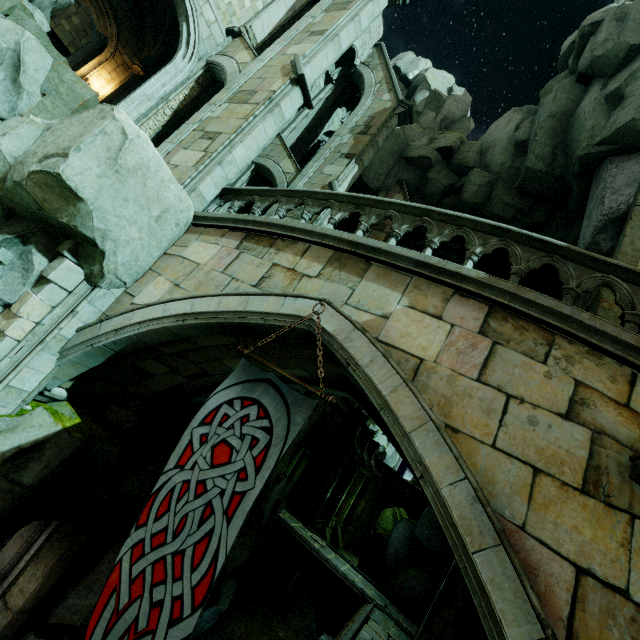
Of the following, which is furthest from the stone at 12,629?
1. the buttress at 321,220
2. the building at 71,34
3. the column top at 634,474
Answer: the building at 71,34

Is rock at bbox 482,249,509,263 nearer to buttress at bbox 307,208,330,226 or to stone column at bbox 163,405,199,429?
buttress at bbox 307,208,330,226

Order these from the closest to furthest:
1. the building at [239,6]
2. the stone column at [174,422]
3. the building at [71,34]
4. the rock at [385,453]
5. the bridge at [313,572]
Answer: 1. the stone column at [174,422]
2. the building at [239,6]
3. the bridge at [313,572]
4. the building at [71,34]
5. the rock at [385,453]

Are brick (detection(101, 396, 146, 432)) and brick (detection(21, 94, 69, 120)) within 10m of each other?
yes

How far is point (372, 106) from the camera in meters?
15.1

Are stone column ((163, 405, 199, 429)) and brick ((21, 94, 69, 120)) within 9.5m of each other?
yes

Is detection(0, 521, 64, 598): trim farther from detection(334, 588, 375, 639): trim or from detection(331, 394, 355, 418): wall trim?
detection(331, 394, 355, 418): wall trim

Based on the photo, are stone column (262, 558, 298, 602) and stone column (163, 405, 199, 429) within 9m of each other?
no
